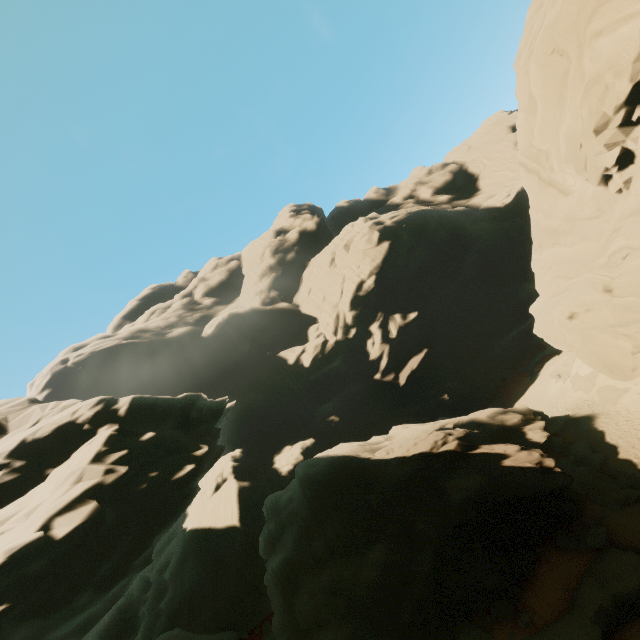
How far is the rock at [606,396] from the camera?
21.52m

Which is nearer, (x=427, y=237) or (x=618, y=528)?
(x=618, y=528)

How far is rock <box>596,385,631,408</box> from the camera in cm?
2152

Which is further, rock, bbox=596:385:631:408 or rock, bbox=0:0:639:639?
rock, bbox=596:385:631:408

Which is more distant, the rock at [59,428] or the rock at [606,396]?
the rock at [606,396]

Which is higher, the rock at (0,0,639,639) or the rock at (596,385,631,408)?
the rock at (0,0,639,639)
